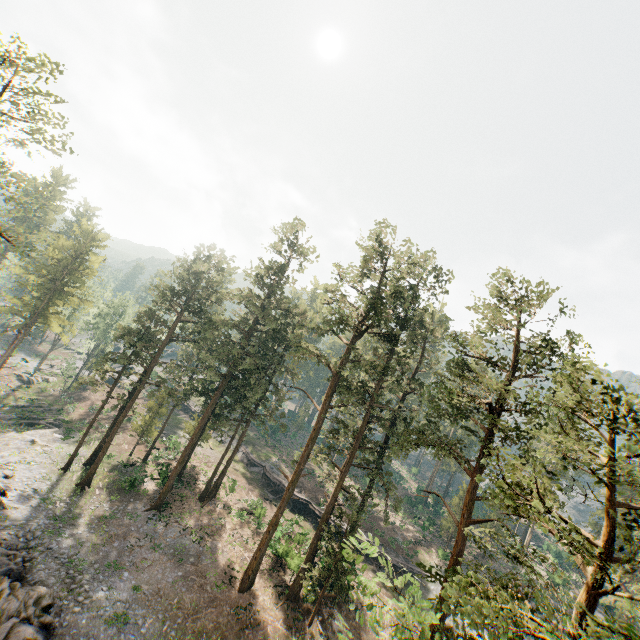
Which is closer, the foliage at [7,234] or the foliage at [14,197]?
the foliage at [7,234]

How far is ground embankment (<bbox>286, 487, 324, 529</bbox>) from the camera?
40.1 meters

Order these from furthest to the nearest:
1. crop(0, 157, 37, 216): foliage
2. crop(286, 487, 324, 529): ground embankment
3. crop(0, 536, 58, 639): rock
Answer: crop(286, 487, 324, 529): ground embankment, crop(0, 157, 37, 216): foliage, crop(0, 536, 58, 639): rock

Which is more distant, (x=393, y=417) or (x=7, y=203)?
(x=393, y=417)

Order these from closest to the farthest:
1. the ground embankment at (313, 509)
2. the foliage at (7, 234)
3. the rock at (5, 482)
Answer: the foliage at (7, 234) → the rock at (5, 482) → the ground embankment at (313, 509)

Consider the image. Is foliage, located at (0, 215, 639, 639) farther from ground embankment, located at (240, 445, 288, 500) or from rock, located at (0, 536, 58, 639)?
rock, located at (0, 536, 58, 639)

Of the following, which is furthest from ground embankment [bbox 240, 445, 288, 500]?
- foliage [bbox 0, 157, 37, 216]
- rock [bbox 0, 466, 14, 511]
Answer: rock [bbox 0, 466, 14, 511]
